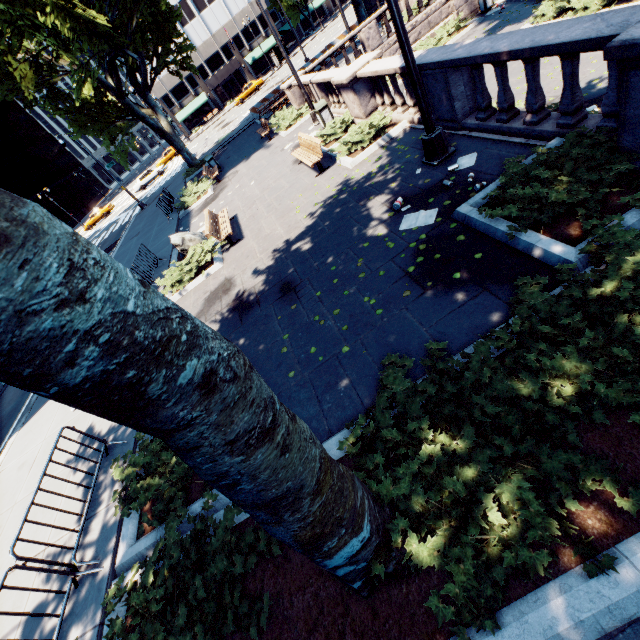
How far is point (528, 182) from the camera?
5.1 meters

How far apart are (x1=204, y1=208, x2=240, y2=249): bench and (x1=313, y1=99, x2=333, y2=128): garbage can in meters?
5.6

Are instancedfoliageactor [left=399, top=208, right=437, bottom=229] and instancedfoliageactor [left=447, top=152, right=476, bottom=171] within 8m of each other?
yes

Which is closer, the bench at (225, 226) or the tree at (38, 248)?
the tree at (38, 248)

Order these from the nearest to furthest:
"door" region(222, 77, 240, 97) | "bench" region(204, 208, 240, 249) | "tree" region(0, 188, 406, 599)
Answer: "tree" region(0, 188, 406, 599)
"bench" region(204, 208, 240, 249)
"door" region(222, 77, 240, 97)

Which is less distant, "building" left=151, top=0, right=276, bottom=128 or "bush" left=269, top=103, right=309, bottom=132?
"bush" left=269, top=103, right=309, bottom=132

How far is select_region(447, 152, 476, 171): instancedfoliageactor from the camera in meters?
6.6

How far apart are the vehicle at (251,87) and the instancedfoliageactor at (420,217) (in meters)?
50.53
